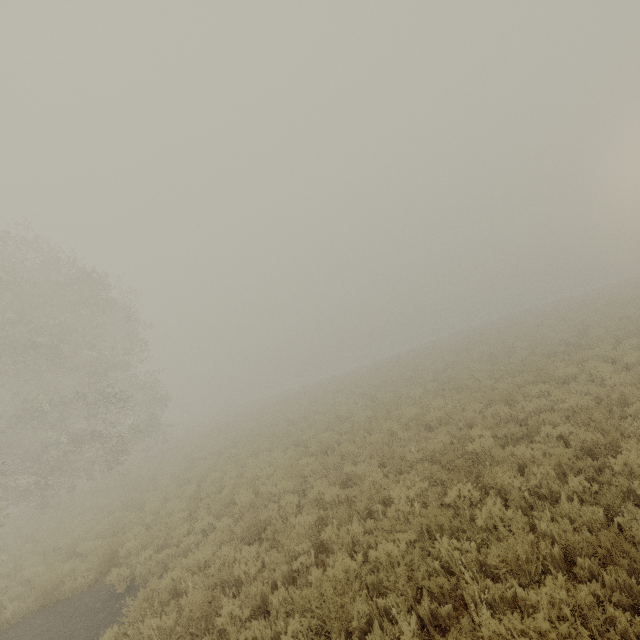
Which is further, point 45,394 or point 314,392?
point 314,392
